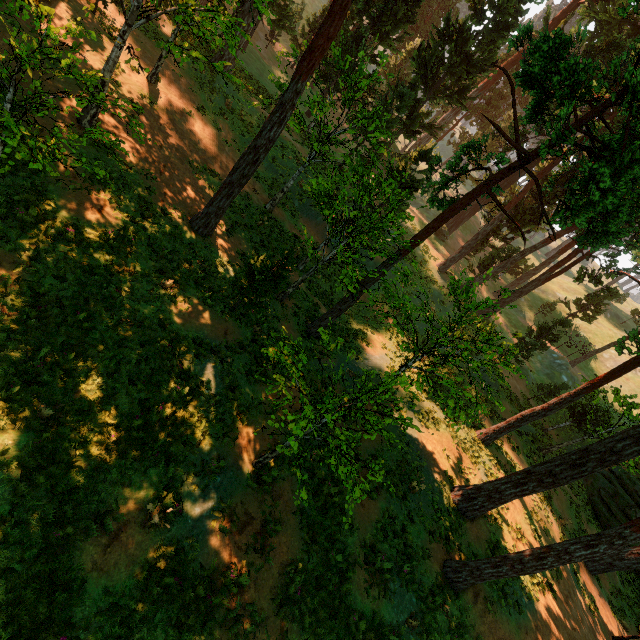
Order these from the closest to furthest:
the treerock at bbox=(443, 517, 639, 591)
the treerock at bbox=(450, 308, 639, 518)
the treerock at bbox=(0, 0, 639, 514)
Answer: the treerock at bbox=(0, 0, 639, 514)
the treerock at bbox=(443, 517, 639, 591)
the treerock at bbox=(450, 308, 639, 518)

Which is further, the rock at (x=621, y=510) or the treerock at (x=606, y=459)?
the rock at (x=621, y=510)

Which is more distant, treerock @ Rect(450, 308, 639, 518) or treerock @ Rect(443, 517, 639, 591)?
treerock @ Rect(450, 308, 639, 518)

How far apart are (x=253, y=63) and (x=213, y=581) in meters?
44.5

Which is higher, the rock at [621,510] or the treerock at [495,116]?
the treerock at [495,116]

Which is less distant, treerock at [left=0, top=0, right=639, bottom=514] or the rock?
treerock at [left=0, top=0, right=639, bottom=514]
